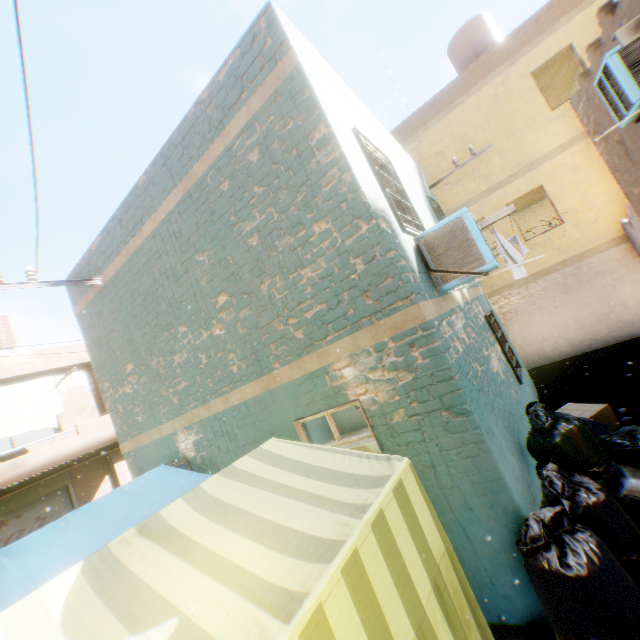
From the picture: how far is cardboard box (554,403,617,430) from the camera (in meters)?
5.39

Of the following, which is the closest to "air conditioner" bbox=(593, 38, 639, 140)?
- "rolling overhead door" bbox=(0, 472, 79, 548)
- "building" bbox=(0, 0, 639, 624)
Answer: "building" bbox=(0, 0, 639, 624)

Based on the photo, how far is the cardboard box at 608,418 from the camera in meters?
5.4

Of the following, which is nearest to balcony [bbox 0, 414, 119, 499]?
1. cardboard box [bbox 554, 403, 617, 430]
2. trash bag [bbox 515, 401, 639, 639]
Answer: trash bag [bbox 515, 401, 639, 639]

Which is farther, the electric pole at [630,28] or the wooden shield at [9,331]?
the wooden shield at [9,331]

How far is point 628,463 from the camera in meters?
3.7 m

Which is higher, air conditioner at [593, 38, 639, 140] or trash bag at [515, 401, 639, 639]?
air conditioner at [593, 38, 639, 140]

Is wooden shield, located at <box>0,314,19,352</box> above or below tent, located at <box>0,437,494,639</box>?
above
